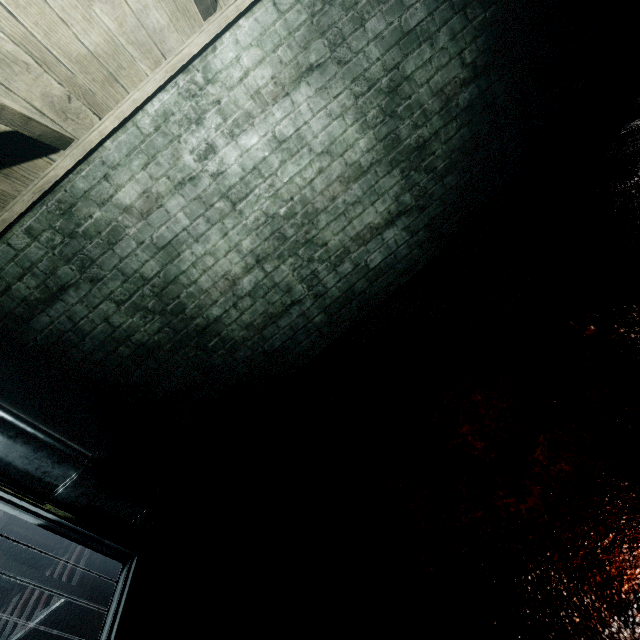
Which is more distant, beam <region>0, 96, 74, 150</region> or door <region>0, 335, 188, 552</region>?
door <region>0, 335, 188, 552</region>

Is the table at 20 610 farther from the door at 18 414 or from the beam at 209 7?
the beam at 209 7

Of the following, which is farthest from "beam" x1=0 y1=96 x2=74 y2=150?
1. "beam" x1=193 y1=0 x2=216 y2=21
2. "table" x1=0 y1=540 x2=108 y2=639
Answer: "table" x1=0 y1=540 x2=108 y2=639

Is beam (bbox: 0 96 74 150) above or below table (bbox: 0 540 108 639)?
above

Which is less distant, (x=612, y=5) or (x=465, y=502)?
(x=465, y=502)

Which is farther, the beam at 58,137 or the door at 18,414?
the door at 18,414

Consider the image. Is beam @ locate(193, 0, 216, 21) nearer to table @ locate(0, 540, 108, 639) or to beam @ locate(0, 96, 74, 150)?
beam @ locate(0, 96, 74, 150)
